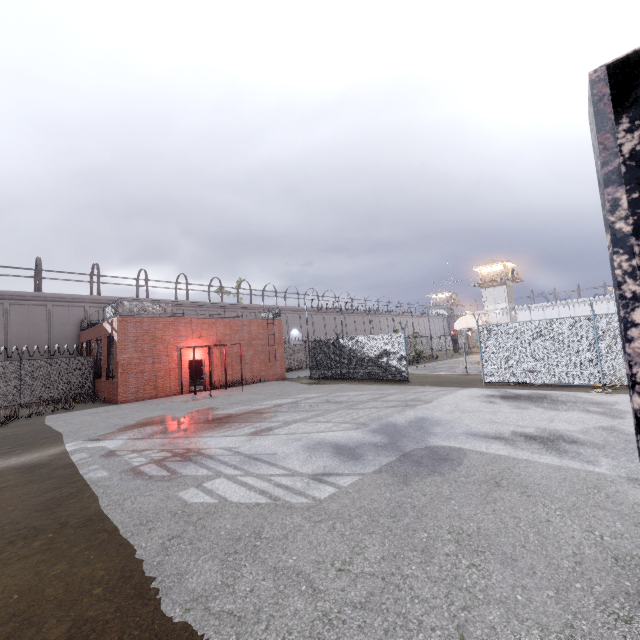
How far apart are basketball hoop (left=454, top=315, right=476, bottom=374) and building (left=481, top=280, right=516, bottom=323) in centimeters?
3961cm

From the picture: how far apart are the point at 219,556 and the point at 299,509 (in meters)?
1.29

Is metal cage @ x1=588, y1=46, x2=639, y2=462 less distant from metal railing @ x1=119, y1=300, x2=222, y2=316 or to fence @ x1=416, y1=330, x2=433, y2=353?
metal railing @ x1=119, y1=300, x2=222, y2=316

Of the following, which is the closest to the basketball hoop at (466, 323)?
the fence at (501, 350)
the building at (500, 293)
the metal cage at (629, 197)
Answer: the fence at (501, 350)

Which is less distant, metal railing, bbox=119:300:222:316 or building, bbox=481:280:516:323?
metal railing, bbox=119:300:222:316

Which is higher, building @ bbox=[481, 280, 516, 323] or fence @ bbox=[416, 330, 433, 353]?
building @ bbox=[481, 280, 516, 323]

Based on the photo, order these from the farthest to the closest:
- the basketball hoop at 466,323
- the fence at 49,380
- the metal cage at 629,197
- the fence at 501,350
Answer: the basketball hoop at 466,323
the fence at 49,380
the fence at 501,350
the metal cage at 629,197

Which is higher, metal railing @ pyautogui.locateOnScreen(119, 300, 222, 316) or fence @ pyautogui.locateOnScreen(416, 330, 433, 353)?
metal railing @ pyautogui.locateOnScreen(119, 300, 222, 316)
